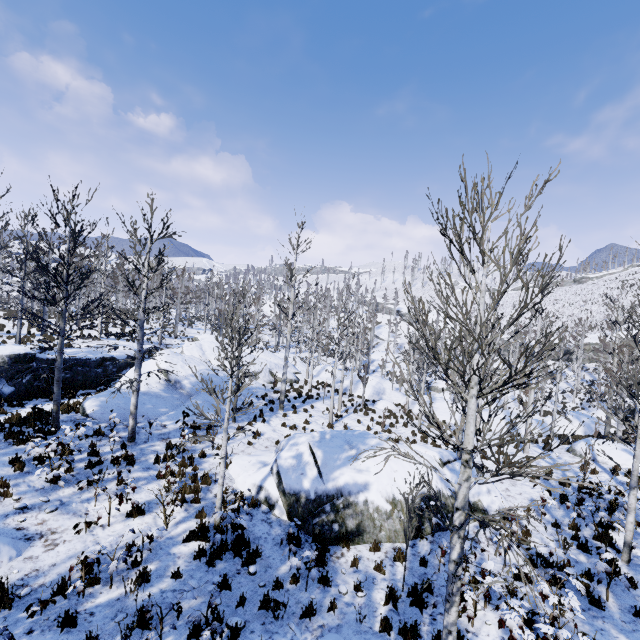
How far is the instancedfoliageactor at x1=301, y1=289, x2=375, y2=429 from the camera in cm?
1838

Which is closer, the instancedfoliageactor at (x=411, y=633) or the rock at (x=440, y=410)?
the instancedfoliageactor at (x=411, y=633)

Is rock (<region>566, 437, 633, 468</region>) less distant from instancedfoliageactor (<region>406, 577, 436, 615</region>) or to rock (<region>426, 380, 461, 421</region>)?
instancedfoliageactor (<region>406, 577, 436, 615</region>)

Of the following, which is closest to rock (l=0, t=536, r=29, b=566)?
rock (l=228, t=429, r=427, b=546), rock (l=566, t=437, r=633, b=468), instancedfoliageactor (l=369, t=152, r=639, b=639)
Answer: → instancedfoliageactor (l=369, t=152, r=639, b=639)

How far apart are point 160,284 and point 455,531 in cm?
1188

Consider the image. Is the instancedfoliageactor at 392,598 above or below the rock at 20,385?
below

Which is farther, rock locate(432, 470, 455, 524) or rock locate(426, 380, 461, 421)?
rock locate(426, 380, 461, 421)

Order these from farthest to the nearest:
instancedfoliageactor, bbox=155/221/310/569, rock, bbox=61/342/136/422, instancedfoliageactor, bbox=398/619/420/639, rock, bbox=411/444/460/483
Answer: rock, bbox=61/342/136/422
rock, bbox=411/444/460/483
instancedfoliageactor, bbox=155/221/310/569
instancedfoliageactor, bbox=398/619/420/639
